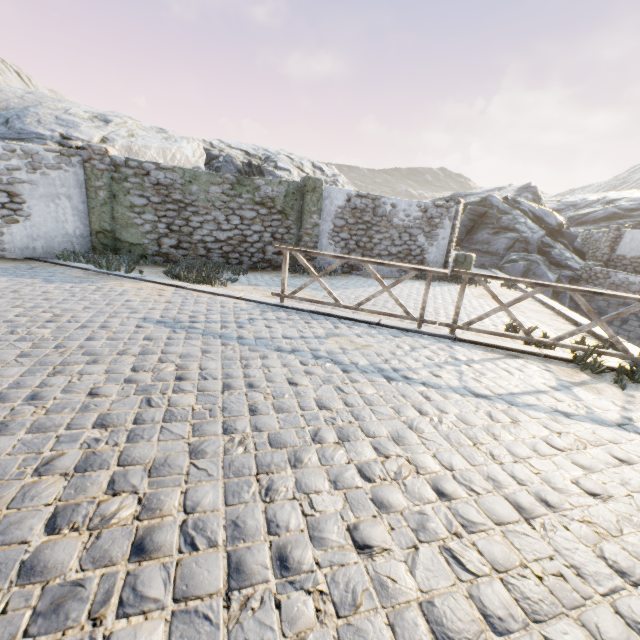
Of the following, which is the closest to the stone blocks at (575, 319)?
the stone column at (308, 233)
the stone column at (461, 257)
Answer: the stone column at (461, 257)

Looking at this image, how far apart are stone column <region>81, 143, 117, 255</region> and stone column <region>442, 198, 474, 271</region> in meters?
11.4

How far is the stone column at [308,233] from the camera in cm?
1071

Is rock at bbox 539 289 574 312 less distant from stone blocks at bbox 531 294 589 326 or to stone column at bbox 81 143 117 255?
stone blocks at bbox 531 294 589 326

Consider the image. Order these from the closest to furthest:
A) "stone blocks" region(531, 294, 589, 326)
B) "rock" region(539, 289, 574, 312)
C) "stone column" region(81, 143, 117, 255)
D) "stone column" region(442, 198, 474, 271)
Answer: "stone blocks" region(531, 294, 589, 326) → "stone column" region(81, 143, 117, 255) → "stone column" region(442, 198, 474, 271) → "rock" region(539, 289, 574, 312)

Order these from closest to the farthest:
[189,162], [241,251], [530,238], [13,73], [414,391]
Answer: [414,391] < [241,251] < [189,162] < [530,238] < [13,73]

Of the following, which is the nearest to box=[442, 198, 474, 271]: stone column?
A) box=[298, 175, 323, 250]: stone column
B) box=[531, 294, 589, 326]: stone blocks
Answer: box=[531, 294, 589, 326]: stone blocks

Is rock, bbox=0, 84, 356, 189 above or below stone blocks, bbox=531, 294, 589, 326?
above
